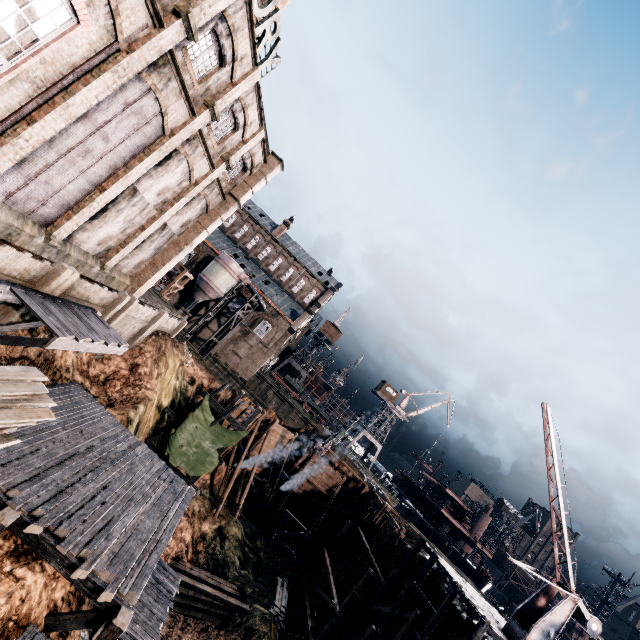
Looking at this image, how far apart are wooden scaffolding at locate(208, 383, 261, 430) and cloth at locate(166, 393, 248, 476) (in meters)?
0.01

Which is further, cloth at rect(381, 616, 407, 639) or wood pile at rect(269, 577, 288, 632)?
wood pile at rect(269, 577, 288, 632)

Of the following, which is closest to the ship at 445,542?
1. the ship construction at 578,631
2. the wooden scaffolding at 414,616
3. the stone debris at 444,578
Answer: the ship construction at 578,631

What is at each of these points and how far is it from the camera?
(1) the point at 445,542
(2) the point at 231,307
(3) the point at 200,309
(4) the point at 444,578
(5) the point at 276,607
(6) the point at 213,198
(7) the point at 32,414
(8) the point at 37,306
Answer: (1) ship, 52.03m
(2) building, 53.41m
(3) building, 52.50m
(4) stone debris, 27.83m
(5) wood pile, 26.48m
(6) building, 24.11m
(7) wood pile, 6.59m
(8) wooden platform, 11.36m

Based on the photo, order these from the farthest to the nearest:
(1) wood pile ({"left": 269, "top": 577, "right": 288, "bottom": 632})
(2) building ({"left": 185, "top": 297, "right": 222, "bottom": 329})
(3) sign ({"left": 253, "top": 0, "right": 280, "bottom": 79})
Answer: (2) building ({"left": 185, "top": 297, "right": 222, "bottom": 329}), (1) wood pile ({"left": 269, "top": 577, "right": 288, "bottom": 632}), (3) sign ({"left": 253, "top": 0, "right": 280, "bottom": 79})

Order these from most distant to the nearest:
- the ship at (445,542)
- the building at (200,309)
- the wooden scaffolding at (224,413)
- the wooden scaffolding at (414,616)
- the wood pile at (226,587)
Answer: Result: the building at (200,309), the ship at (445,542), the wooden scaffolding at (224,413), the wood pile at (226,587), the wooden scaffolding at (414,616)

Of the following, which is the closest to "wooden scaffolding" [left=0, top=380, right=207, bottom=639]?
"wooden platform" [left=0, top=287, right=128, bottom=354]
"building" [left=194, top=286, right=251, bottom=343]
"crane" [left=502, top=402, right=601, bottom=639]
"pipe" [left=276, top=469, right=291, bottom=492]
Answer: "wooden platform" [left=0, top=287, right=128, bottom=354]

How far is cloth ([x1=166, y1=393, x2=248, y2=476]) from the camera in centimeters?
2397cm
